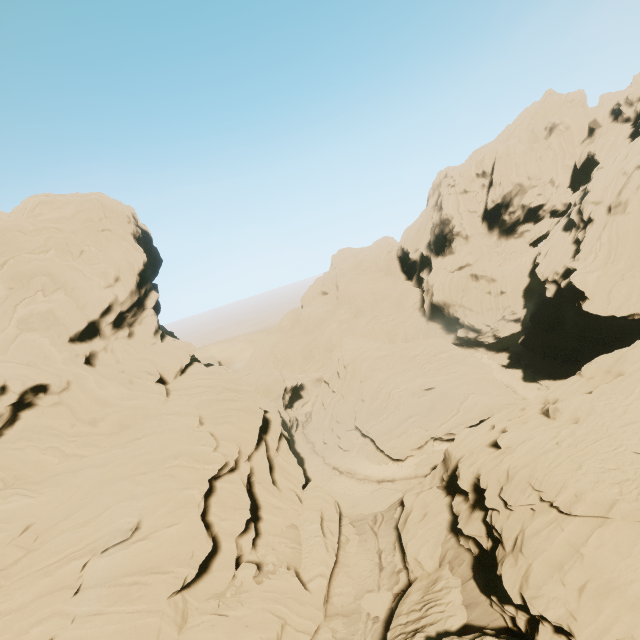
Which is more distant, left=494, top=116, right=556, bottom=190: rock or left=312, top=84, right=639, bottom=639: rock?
left=494, top=116, right=556, bottom=190: rock

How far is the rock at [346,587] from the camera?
25.85m

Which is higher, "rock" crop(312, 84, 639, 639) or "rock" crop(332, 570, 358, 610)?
"rock" crop(312, 84, 639, 639)

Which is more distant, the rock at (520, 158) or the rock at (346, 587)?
the rock at (520, 158)

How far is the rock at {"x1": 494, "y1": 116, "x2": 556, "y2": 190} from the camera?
59.0m

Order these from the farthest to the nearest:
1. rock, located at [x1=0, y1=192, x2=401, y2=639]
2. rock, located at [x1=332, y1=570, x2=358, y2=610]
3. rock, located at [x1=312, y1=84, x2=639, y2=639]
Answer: rock, located at [x1=332, y1=570, x2=358, y2=610]
rock, located at [x1=0, y1=192, x2=401, y2=639]
rock, located at [x1=312, y1=84, x2=639, y2=639]

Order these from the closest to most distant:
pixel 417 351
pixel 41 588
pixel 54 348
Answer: pixel 41 588 < pixel 54 348 < pixel 417 351
